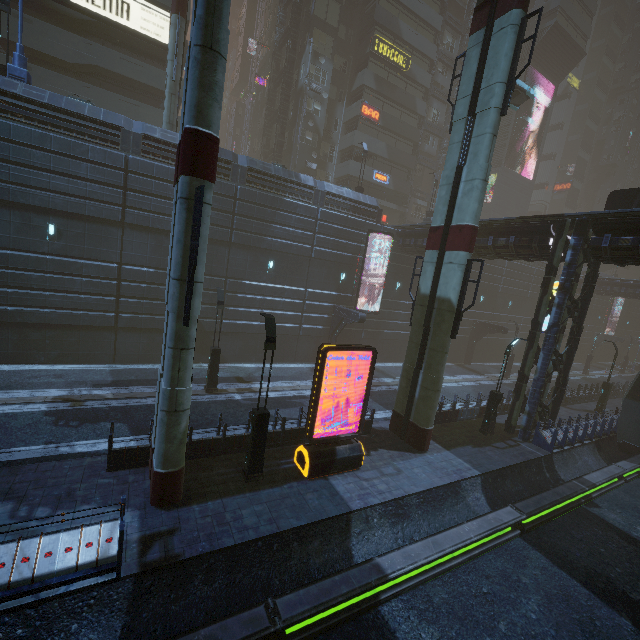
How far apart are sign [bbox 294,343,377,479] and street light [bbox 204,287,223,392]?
7.46m

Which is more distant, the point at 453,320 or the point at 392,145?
the point at 392,145

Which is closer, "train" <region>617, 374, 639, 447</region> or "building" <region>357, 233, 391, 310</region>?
"train" <region>617, 374, 639, 447</region>

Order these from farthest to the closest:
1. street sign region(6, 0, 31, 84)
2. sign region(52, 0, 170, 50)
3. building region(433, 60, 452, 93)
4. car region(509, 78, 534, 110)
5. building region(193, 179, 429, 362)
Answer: building region(433, 60, 452, 93), car region(509, 78, 534, 110), sign region(52, 0, 170, 50), building region(193, 179, 429, 362), street sign region(6, 0, 31, 84)

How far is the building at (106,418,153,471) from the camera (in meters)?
10.24

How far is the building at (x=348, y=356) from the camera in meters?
25.9

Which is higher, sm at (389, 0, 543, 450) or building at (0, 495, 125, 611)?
sm at (389, 0, 543, 450)
